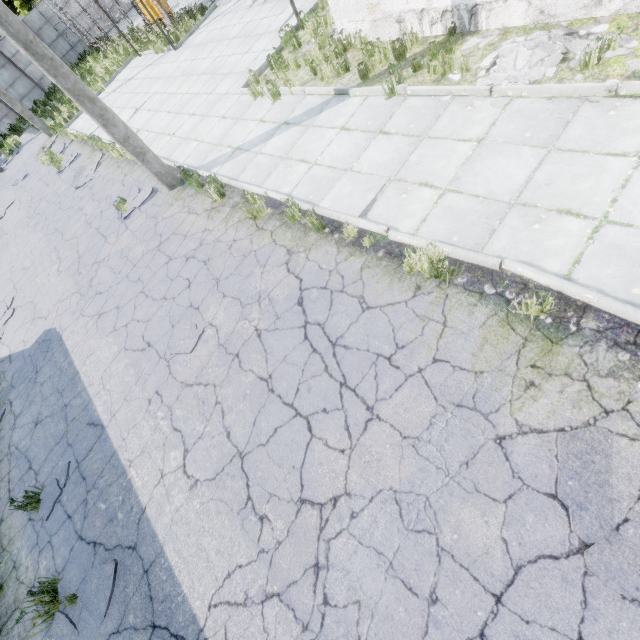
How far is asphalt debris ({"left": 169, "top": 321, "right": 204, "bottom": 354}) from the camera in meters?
5.8 m

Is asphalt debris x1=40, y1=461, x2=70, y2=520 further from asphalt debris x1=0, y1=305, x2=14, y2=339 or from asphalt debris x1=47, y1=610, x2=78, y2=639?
asphalt debris x1=0, y1=305, x2=14, y2=339

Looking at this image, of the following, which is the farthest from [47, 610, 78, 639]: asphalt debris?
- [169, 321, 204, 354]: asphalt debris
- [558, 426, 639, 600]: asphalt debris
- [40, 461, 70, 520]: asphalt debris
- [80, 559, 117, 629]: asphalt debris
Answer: [558, 426, 639, 600]: asphalt debris

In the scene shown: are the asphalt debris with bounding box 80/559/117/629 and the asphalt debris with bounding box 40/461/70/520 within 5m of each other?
yes

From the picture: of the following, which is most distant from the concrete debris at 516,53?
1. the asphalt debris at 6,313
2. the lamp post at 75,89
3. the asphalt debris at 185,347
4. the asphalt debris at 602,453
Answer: the asphalt debris at 6,313

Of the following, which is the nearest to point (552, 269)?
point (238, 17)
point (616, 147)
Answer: point (616, 147)

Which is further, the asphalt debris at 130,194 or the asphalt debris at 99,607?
the asphalt debris at 130,194

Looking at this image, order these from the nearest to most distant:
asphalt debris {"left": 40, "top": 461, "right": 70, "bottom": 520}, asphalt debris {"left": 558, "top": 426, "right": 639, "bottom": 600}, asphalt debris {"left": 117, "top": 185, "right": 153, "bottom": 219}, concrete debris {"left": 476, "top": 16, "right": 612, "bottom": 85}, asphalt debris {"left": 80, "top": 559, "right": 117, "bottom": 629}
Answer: asphalt debris {"left": 558, "top": 426, "right": 639, "bottom": 600} < asphalt debris {"left": 80, "top": 559, "right": 117, "bottom": 629} < concrete debris {"left": 476, "top": 16, "right": 612, "bottom": 85} < asphalt debris {"left": 40, "top": 461, "right": 70, "bottom": 520} < asphalt debris {"left": 117, "top": 185, "right": 153, "bottom": 219}
